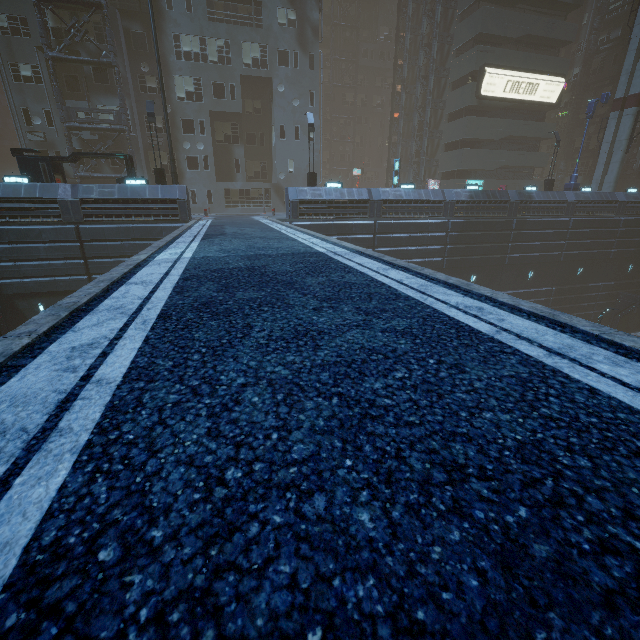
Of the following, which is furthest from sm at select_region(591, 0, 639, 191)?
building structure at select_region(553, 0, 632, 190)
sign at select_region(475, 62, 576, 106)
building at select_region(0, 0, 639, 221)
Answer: building structure at select_region(553, 0, 632, 190)

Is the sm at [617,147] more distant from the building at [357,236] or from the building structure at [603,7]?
the building structure at [603,7]

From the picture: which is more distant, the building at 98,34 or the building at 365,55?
the building at 365,55

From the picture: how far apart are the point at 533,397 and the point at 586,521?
0.81m

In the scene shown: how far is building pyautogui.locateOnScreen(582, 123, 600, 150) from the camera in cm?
4194

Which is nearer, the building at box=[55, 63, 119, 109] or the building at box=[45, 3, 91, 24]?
the building at box=[45, 3, 91, 24]

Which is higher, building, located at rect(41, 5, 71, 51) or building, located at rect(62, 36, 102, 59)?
building, located at rect(41, 5, 71, 51)

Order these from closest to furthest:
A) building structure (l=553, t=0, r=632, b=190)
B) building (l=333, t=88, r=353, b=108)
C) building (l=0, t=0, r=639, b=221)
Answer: building (l=0, t=0, r=639, b=221) < building structure (l=553, t=0, r=632, b=190) < building (l=333, t=88, r=353, b=108)
